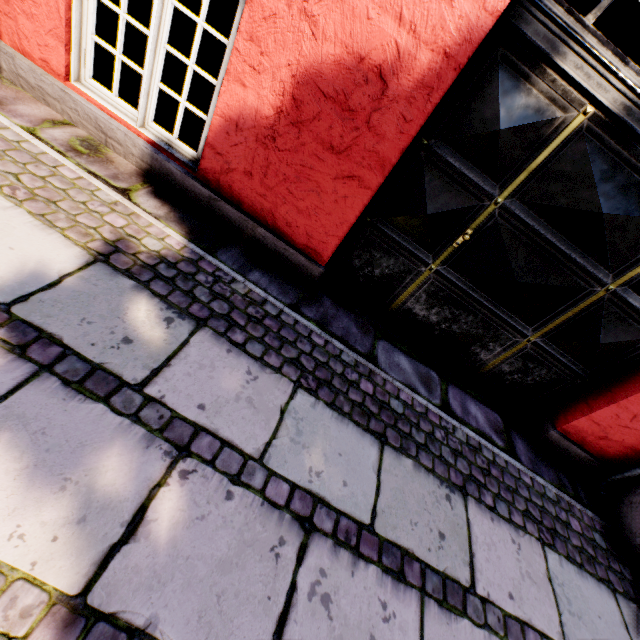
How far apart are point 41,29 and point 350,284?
2.8 meters
